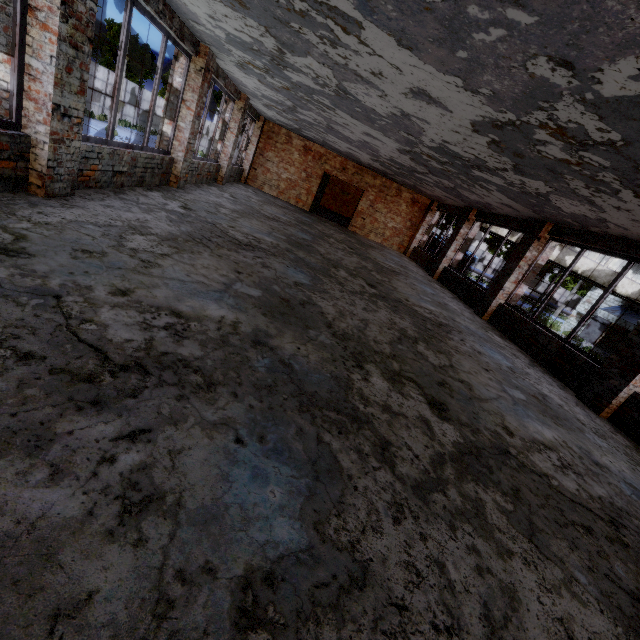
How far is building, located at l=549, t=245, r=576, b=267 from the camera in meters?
20.6 m

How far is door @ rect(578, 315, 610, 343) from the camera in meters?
26.0

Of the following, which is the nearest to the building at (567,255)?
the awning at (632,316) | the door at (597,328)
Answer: the awning at (632,316)

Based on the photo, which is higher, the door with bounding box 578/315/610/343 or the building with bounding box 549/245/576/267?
the building with bounding box 549/245/576/267

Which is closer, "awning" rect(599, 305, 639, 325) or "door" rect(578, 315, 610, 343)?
"awning" rect(599, 305, 639, 325)

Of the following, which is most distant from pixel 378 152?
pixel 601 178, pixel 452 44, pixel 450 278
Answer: pixel 452 44

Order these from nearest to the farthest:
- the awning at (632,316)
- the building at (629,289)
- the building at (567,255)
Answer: the building at (567,255), the building at (629,289), the awning at (632,316)

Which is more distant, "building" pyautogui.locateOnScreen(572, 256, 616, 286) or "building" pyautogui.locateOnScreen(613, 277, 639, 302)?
"building" pyautogui.locateOnScreen(613, 277, 639, 302)
